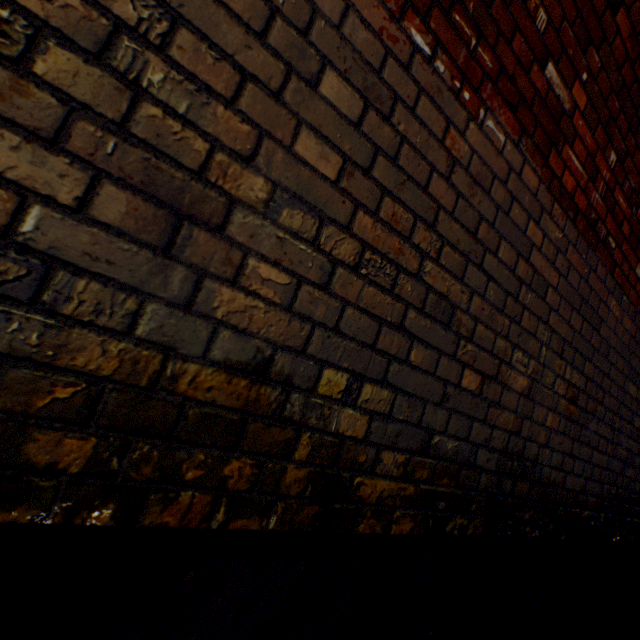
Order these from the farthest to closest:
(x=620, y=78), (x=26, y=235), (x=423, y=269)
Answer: (x=620, y=78)
(x=423, y=269)
(x=26, y=235)
